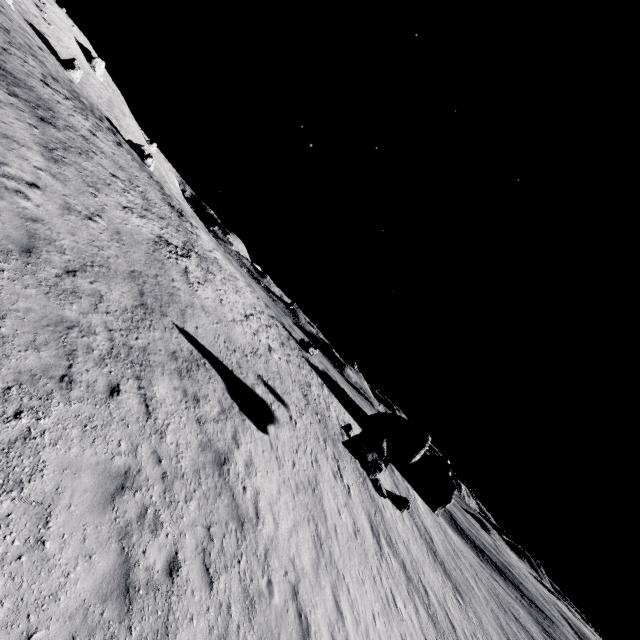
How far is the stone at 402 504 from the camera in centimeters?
3150cm

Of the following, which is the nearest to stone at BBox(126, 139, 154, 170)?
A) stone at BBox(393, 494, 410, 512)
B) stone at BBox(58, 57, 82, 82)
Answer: stone at BBox(58, 57, 82, 82)

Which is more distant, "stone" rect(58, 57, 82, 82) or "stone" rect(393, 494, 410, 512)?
"stone" rect(58, 57, 82, 82)

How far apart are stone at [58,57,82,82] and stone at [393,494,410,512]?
67.65m

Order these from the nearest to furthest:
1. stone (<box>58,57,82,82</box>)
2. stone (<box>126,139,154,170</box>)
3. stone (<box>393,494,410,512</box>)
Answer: stone (<box>393,494,410,512</box>), stone (<box>58,57,82,82</box>), stone (<box>126,139,154,170</box>)

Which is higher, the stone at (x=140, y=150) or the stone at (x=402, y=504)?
the stone at (x=140, y=150)

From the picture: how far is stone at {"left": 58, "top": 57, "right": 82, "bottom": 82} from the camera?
44.06m

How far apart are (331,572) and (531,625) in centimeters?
6536cm
